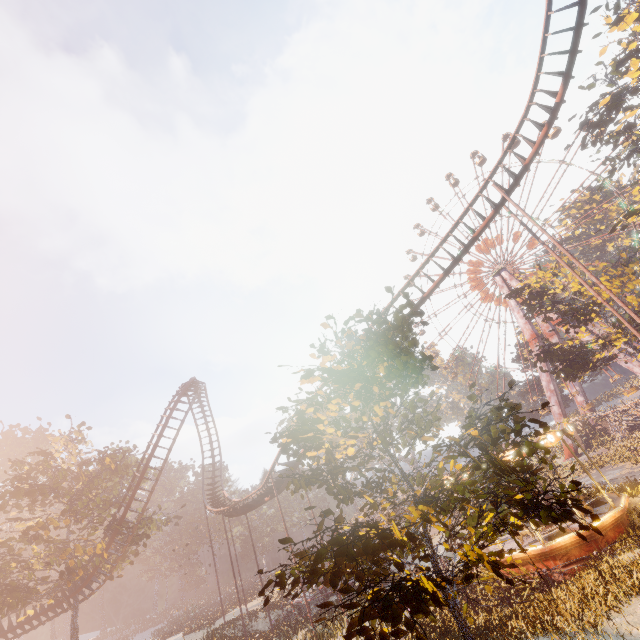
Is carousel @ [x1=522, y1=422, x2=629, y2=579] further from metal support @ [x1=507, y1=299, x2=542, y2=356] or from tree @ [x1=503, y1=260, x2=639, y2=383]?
metal support @ [x1=507, y1=299, x2=542, y2=356]

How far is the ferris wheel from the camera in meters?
50.3 m

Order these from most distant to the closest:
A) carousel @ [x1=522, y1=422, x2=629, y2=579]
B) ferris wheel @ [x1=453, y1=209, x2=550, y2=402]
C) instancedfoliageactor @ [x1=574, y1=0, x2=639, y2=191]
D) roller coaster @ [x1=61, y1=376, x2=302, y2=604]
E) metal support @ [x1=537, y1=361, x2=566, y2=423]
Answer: ferris wheel @ [x1=453, y1=209, x2=550, y2=402] → metal support @ [x1=537, y1=361, x2=566, y2=423] → roller coaster @ [x1=61, y1=376, x2=302, y2=604] → instancedfoliageactor @ [x1=574, y1=0, x2=639, y2=191] → carousel @ [x1=522, y1=422, x2=629, y2=579]

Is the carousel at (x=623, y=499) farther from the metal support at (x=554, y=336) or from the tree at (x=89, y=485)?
the metal support at (x=554, y=336)

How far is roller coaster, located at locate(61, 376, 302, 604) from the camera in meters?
26.5

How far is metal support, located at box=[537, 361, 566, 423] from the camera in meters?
43.8 m

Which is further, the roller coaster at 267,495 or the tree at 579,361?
the tree at 579,361

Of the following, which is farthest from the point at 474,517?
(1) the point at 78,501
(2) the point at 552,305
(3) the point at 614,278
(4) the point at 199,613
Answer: (4) the point at 199,613
